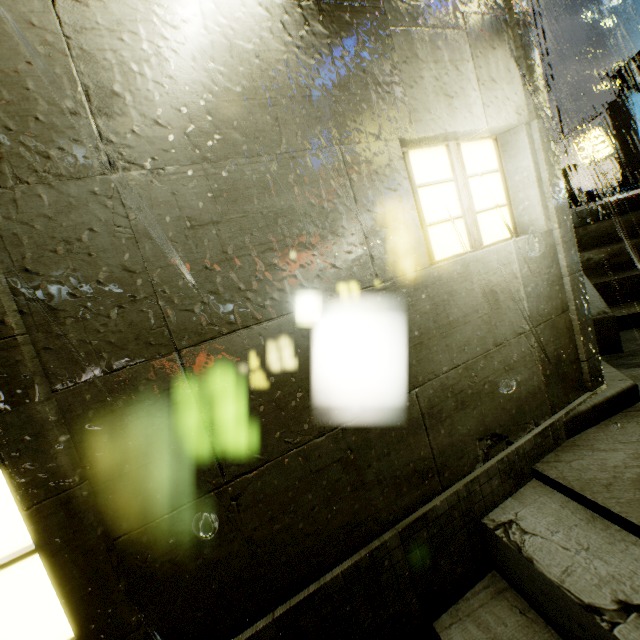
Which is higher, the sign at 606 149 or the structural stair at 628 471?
the sign at 606 149

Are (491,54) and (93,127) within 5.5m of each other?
yes

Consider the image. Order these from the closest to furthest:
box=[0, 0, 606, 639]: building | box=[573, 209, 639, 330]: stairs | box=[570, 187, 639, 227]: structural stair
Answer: box=[0, 0, 606, 639]: building
box=[573, 209, 639, 330]: stairs
box=[570, 187, 639, 227]: structural stair

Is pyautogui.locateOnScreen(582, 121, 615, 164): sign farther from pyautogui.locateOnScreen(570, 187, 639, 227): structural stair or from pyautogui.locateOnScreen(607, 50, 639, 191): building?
pyautogui.locateOnScreen(570, 187, 639, 227): structural stair

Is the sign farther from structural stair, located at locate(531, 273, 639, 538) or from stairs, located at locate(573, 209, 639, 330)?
stairs, located at locate(573, 209, 639, 330)

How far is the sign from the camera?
21.6m

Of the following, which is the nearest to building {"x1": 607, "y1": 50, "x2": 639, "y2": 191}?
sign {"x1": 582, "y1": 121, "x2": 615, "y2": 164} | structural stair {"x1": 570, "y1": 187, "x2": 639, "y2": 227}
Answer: structural stair {"x1": 570, "y1": 187, "x2": 639, "y2": 227}

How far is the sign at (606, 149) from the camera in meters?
21.6
